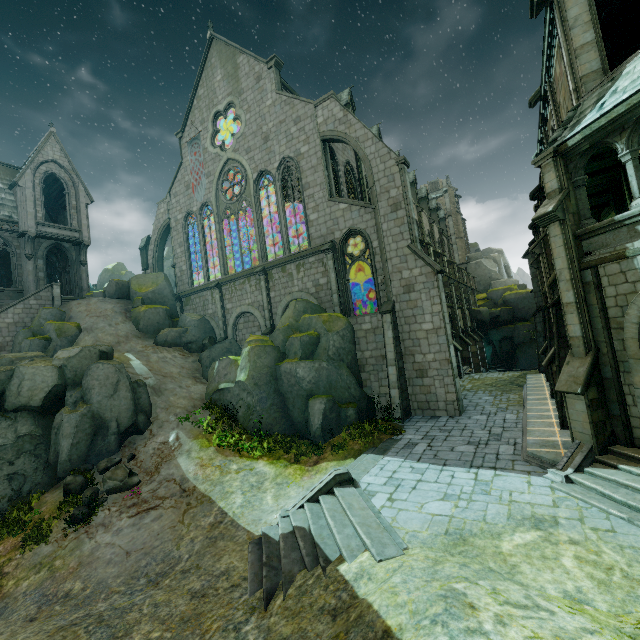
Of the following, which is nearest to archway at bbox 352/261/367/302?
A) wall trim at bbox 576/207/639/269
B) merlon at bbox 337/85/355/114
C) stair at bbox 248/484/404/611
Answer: merlon at bbox 337/85/355/114

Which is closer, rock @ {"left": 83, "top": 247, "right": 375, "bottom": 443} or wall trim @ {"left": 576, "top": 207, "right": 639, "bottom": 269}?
wall trim @ {"left": 576, "top": 207, "right": 639, "bottom": 269}

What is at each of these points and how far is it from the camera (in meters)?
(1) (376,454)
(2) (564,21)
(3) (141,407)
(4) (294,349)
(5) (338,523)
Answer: (1) wall trim, 12.55
(2) stone column, 10.11
(3) rock, 15.83
(4) rock, 17.30
(5) stair, 8.35

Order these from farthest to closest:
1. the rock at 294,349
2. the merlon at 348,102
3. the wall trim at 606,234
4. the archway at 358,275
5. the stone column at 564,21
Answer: the merlon at 348,102 → the archway at 358,275 → the rock at 294,349 → the stone column at 564,21 → the wall trim at 606,234

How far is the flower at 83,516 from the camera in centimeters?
1136cm

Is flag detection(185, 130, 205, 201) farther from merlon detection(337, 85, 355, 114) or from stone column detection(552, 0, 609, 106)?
stone column detection(552, 0, 609, 106)

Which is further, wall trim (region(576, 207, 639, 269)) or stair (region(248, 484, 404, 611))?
wall trim (region(576, 207, 639, 269))

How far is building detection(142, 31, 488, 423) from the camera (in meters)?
17.38
